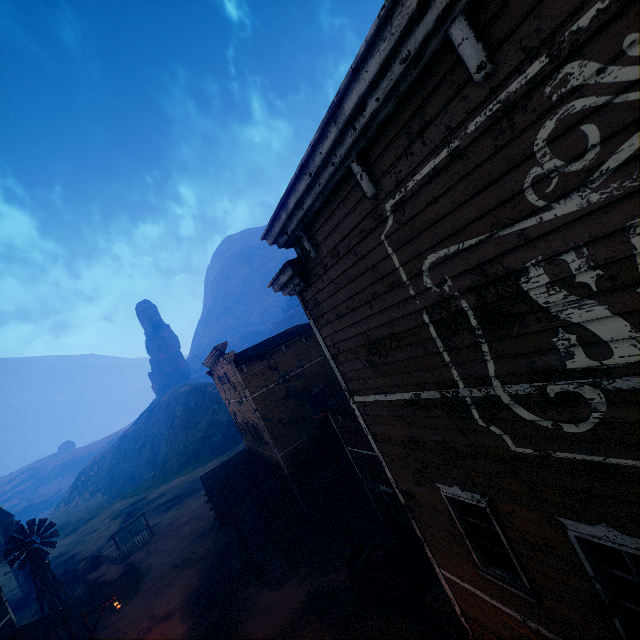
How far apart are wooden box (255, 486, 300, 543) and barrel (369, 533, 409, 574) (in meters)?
7.49

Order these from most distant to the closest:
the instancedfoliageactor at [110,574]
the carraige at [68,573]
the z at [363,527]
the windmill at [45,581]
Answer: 1. the carraige at [68,573]
2. the instancedfoliageactor at [110,574]
3. the windmill at [45,581]
4. the z at [363,527]

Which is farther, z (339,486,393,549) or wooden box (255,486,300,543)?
wooden box (255,486,300,543)

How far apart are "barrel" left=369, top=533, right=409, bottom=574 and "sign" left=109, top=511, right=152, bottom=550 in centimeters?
3047cm

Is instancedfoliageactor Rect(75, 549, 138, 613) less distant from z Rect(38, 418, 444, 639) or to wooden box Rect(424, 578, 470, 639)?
z Rect(38, 418, 444, 639)

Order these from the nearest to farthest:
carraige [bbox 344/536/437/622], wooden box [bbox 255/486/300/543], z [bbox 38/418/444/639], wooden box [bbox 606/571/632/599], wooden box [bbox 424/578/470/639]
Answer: wooden box [bbox 606/571/632/599], wooden box [bbox 424/578/470/639], carraige [bbox 344/536/437/622], z [bbox 38/418/444/639], wooden box [bbox 255/486/300/543]

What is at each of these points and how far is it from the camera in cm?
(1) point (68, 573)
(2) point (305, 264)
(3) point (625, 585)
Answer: (1) carraige, 2931
(2) building, 629
(3) wooden box, 484

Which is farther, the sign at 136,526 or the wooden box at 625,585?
the sign at 136,526
